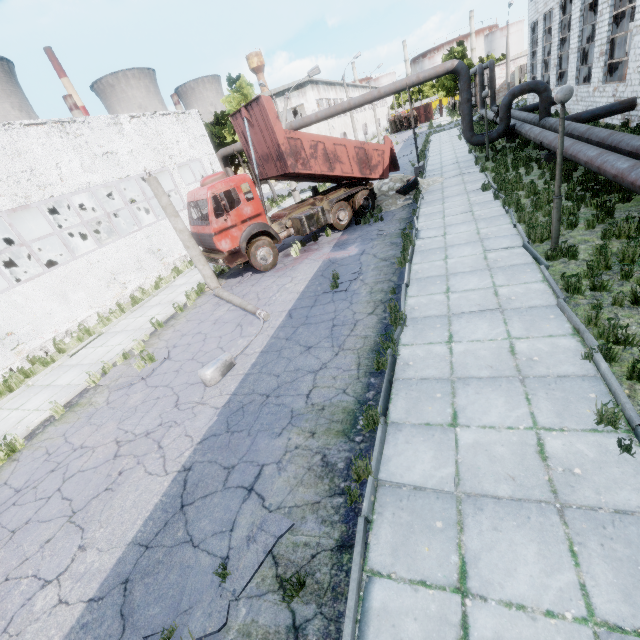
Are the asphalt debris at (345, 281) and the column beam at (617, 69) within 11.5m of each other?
no

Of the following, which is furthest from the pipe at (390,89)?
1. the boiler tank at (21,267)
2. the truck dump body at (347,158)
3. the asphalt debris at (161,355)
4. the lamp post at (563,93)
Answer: the asphalt debris at (161,355)

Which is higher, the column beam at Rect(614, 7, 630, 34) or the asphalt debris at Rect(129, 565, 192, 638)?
the column beam at Rect(614, 7, 630, 34)

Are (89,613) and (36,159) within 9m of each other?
no

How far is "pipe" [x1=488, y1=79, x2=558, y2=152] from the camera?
14.2 meters

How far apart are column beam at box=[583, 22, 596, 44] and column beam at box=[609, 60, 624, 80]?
4.0 meters

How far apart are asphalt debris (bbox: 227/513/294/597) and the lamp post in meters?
8.4 m

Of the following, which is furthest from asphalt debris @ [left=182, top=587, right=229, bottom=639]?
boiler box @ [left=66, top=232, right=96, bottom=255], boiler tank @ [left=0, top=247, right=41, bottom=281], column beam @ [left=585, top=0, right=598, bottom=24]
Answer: column beam @ [left=585, top=0, right=598, bottom=24]
